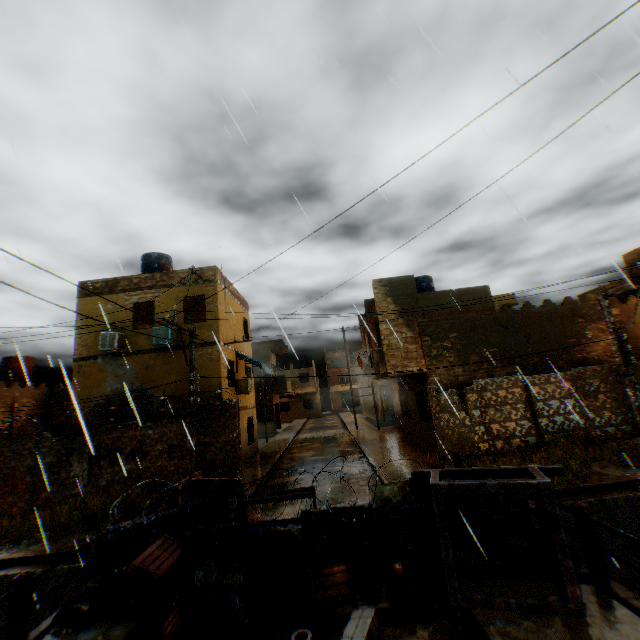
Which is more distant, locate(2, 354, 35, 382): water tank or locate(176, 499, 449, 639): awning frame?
locate(2, 354, 35, 382): water tank

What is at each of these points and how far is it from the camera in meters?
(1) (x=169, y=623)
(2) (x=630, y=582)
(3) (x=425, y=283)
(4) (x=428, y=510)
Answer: (1) wooden box, 4.5
(2) concrete channel, 7.8
(3) water tank, 21.2
(4) awning frame, 5.4

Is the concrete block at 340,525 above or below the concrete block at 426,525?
above

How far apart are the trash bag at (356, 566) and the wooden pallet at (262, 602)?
0.20m

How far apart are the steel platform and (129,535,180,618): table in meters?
4.5 m

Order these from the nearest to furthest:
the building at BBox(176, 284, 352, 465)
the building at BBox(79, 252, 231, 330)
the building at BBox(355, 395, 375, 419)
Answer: the building at BBox(176, 284, 352, 465), the building at BBox(79, 252, 231, 330), the building at BBox(355, 395, 375, 419)

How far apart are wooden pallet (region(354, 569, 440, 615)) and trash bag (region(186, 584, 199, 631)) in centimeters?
255cm

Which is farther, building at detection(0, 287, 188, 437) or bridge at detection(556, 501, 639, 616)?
building at detection(0, 287, 188, 437)
